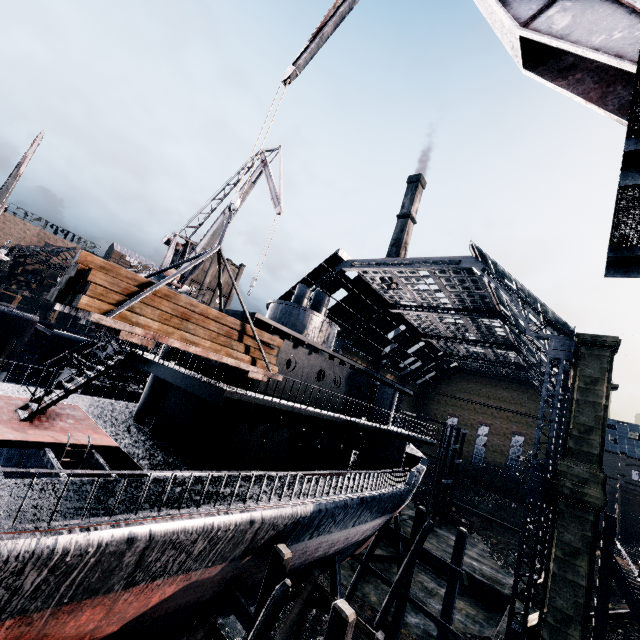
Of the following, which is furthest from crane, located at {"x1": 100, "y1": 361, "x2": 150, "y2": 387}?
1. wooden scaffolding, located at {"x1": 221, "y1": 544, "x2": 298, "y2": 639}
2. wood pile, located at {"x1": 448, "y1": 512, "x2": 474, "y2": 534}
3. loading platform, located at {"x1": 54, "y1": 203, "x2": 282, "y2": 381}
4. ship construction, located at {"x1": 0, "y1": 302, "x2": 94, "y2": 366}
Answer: wood pile, located at {"x1": 448, "y1": 512, "x2": 474, "y2": 534}

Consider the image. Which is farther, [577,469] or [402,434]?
[402,434]

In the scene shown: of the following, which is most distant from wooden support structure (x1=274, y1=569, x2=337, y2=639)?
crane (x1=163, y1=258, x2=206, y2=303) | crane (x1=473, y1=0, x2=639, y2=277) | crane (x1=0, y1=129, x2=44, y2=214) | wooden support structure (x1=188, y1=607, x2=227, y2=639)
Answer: crane (x1=0, y1=129, x2=44, y2=214)

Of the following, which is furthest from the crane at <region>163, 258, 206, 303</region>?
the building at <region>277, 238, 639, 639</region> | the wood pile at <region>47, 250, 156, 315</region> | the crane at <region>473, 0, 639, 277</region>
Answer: the building at <region>277, 238, 639, 639</region>

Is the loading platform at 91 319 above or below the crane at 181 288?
below

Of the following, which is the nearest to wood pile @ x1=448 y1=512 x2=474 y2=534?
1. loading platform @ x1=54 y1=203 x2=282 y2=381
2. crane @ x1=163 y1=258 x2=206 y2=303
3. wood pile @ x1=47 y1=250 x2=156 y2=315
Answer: crane @ x1=163 y1=258 x2=206 y2=303

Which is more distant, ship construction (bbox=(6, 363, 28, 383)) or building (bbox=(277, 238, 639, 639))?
ship construction (bbox=(6, 363, 28, 383))

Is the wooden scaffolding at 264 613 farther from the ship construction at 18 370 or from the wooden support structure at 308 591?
the ship construction at 18 370
